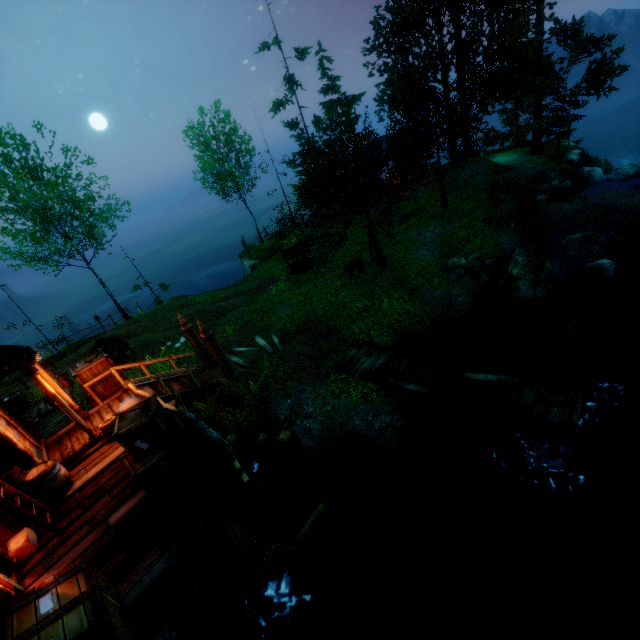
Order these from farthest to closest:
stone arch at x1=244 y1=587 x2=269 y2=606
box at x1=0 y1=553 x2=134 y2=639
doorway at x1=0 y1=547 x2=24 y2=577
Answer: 1. stone arch at x1=244 y1=587 x2=269 y2=606
2. doorway at x1=0 y1=547 x2=24 y2=577
3. box at x1=0 y1=553 x2=134 y2=639

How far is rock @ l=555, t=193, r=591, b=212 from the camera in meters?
18.5 m

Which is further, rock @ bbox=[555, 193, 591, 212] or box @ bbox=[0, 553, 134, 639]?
rock @ bbox=[555, 193, 591, 212]

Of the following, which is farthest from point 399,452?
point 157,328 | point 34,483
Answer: point 157,328

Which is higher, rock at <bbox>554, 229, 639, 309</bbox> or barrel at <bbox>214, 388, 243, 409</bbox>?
barrel at <bbox>214, 388, 243, 409</bbox>

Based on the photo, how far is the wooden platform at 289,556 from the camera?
4.94m

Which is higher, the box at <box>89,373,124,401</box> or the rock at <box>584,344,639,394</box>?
the box at <box>89,373,124,401</box>

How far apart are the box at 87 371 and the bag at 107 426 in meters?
2.0
